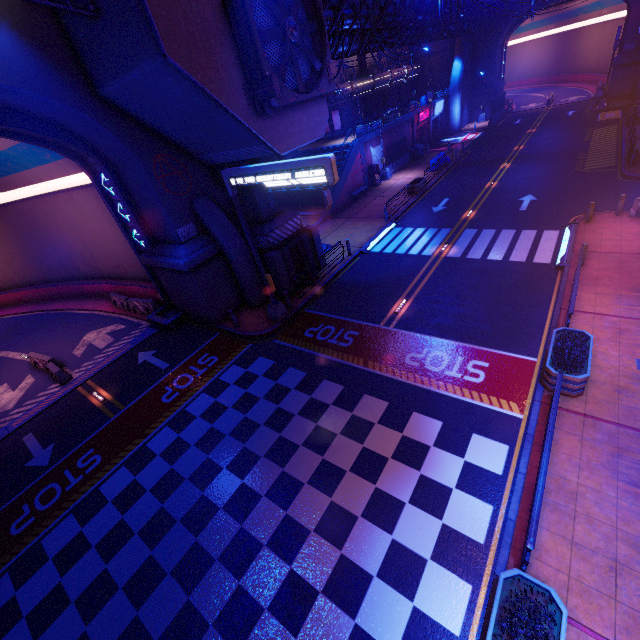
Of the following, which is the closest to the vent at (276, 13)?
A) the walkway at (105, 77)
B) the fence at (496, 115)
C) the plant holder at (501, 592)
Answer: the walkway at (105, 77)

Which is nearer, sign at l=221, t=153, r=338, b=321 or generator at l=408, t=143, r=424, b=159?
sign at l=221, t=153, r=338, b=321

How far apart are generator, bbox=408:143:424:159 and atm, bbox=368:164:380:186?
8.03m

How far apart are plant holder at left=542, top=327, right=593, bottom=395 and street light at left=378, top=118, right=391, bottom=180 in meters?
26.9 m

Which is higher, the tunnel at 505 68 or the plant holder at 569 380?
the tunnel at 505 68

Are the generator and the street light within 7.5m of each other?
yes

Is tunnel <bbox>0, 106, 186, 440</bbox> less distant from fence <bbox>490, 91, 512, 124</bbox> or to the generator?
the generator

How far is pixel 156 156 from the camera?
13.91m
